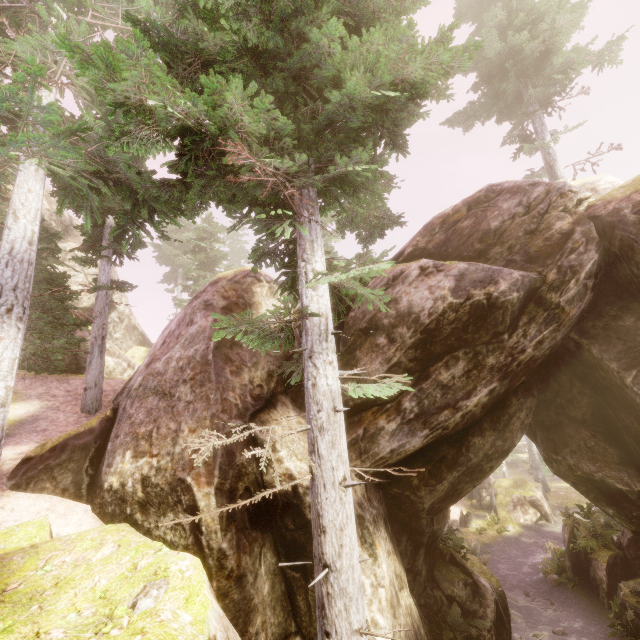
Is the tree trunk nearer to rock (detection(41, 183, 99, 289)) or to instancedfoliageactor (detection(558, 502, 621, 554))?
instancedfoliageactor (detection(558, 502, 621, 554))

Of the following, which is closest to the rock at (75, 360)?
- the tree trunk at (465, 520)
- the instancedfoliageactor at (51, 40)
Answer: the instancedfoliageactor at (51, 40)

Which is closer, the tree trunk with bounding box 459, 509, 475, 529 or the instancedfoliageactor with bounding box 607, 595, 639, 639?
the instancedfoliageactor with bounding box 607, 595, 639, 639

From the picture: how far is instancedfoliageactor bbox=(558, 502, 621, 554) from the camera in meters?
17.1

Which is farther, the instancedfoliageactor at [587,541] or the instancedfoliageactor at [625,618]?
the instancedfoliageactor at [587,541]

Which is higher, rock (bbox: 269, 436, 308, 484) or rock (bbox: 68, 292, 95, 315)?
rock (bbox: 68, 292, 95, 315)

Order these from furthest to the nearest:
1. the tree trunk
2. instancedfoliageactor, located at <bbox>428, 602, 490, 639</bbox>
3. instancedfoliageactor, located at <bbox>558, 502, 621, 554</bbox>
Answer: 1. the tree trunk
2. instancedfoliageactor, located at <bbox>558, 502, 621, 554</bbox>
3. instancedfoliageactor, located at <bbox>428, 602, 490, 639</bbox>

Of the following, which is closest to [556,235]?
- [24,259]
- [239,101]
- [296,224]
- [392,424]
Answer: [392,424]
